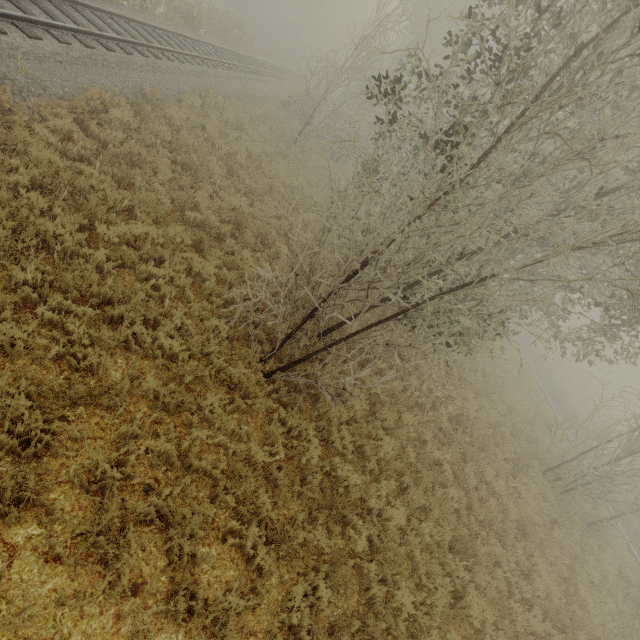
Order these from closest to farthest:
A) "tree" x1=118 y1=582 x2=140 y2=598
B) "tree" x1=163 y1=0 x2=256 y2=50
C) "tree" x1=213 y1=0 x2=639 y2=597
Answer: "tree" x1=118 y1=582 x2=140 y2=598
"tree" x1=213 y1=0 x2=639 y2=597
"tree" x1=163 y1=0 x2=256 y2=50

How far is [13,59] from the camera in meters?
7.3 m

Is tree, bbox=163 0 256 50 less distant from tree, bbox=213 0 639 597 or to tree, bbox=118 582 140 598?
tree, bbox=213 0 639 597

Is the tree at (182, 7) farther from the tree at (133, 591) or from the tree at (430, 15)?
the tree at (133, 591)

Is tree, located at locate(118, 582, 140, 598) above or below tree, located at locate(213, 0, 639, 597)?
below

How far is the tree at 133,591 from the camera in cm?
366

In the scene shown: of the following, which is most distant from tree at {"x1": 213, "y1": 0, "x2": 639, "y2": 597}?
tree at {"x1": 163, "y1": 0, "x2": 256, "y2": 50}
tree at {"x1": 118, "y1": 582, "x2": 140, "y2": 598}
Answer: tree at {"x1": 163, "y1": 0, "x2": 256, "y2": 50}
